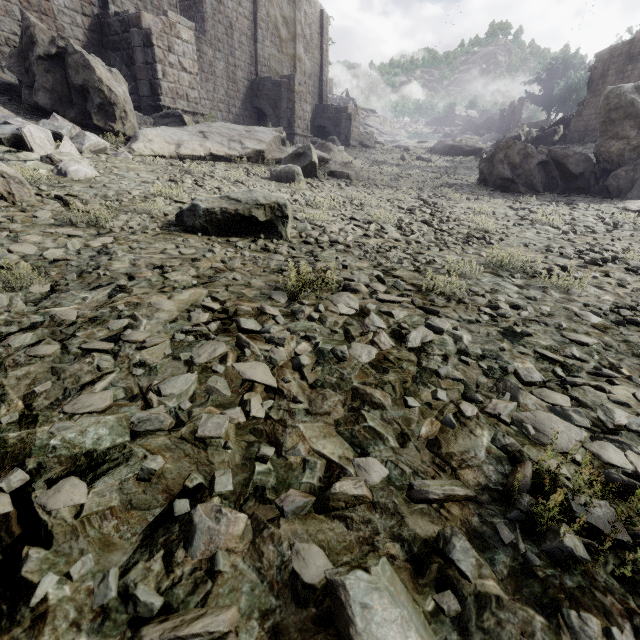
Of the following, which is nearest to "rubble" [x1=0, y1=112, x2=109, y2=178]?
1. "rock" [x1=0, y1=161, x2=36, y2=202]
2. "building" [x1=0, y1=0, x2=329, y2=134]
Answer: "rock" [x1=0, y1=161, x2=36, y2=202]

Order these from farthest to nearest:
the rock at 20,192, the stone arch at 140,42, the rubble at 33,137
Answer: the stone arch at 140,42 → the rubble at 33,137 → the rock at 20,192

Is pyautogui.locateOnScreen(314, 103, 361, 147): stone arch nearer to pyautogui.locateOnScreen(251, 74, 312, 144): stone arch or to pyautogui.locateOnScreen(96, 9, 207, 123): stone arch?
pyautogui.locateOnScreen(251, 74, 312, 144): stone arch

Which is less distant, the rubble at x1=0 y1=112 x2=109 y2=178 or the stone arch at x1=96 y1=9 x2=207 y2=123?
the rubble at x1=0 y1=112 x2=109 y2=178

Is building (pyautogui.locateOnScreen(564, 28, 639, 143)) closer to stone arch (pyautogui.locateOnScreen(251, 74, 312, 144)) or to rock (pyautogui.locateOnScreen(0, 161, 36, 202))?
stone arch (pyautogui.locateOnScreen(251, 74, 312, 144))

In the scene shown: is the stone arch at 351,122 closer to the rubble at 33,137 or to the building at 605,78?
the building at 605,78

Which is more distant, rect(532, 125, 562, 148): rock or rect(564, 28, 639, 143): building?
rect(532, 125, 562, 148): rock

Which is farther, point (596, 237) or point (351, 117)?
point (351, 117)
